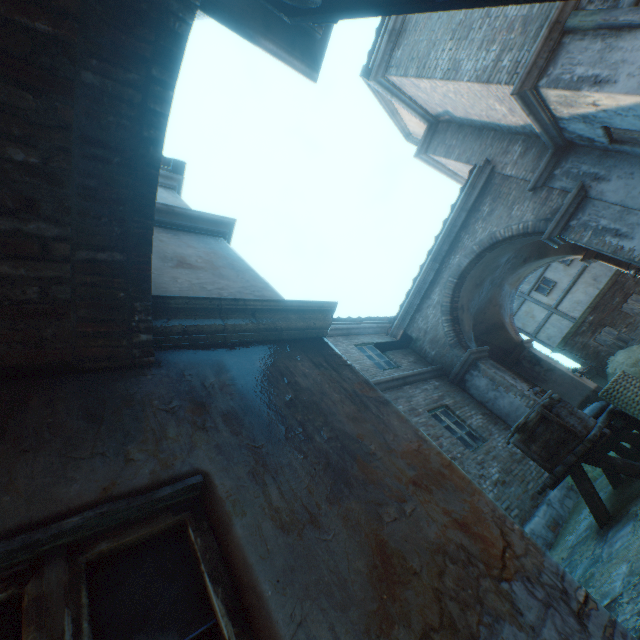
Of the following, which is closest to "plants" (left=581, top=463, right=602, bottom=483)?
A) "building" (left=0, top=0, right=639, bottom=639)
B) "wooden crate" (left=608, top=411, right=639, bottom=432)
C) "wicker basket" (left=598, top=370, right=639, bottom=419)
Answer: "building" (left=0, top=0, right=639, bottom=639)

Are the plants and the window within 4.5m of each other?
no

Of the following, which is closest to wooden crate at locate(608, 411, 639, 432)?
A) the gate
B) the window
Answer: the gate

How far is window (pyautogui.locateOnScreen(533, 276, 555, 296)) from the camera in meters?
19.1 m

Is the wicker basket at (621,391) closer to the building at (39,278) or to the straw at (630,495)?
the straw at (630,495)

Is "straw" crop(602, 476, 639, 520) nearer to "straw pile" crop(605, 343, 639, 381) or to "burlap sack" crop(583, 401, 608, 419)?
"burlap sack" crop(583, 401, 608, 419)

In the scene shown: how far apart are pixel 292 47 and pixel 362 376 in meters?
2.2

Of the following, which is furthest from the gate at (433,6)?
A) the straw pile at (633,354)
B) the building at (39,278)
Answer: the straw pile at (633,354)
